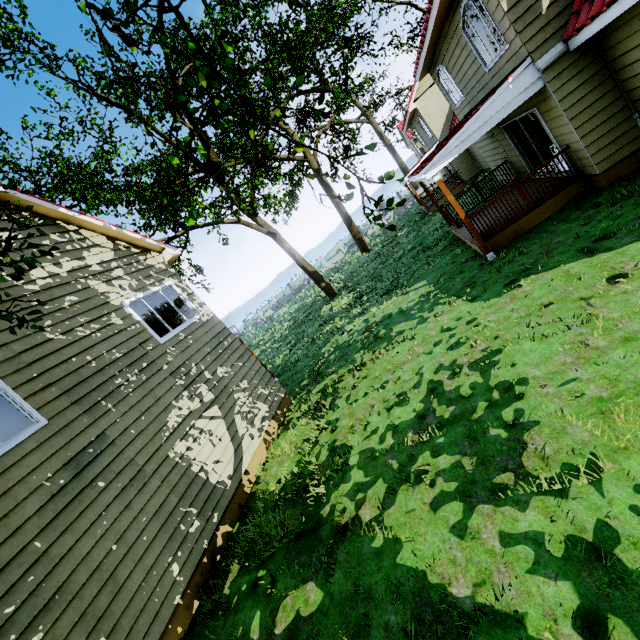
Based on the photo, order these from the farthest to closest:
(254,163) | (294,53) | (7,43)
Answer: (294,53), (254,163), (7,43)
